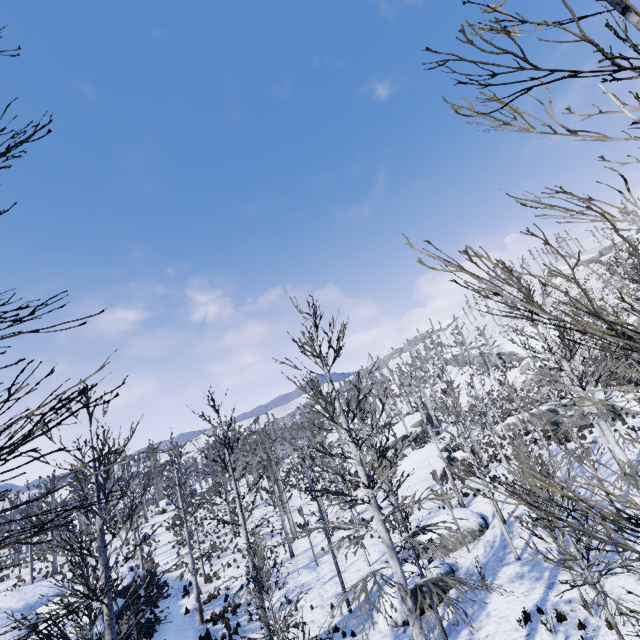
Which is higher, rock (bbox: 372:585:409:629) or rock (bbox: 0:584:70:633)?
rock (bbox: 0:584:70:633)

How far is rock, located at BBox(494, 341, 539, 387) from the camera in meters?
46.9

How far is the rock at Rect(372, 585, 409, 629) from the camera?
13.4 meters

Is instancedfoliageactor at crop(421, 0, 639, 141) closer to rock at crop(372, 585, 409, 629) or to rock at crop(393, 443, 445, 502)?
rock at crop(372, 585, 409, 629)

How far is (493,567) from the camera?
14.08m

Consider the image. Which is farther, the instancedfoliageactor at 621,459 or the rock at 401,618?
the rock at 401,618

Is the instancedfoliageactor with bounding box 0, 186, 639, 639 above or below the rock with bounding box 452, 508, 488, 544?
above

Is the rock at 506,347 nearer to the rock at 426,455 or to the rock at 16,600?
the rock at 426,455
